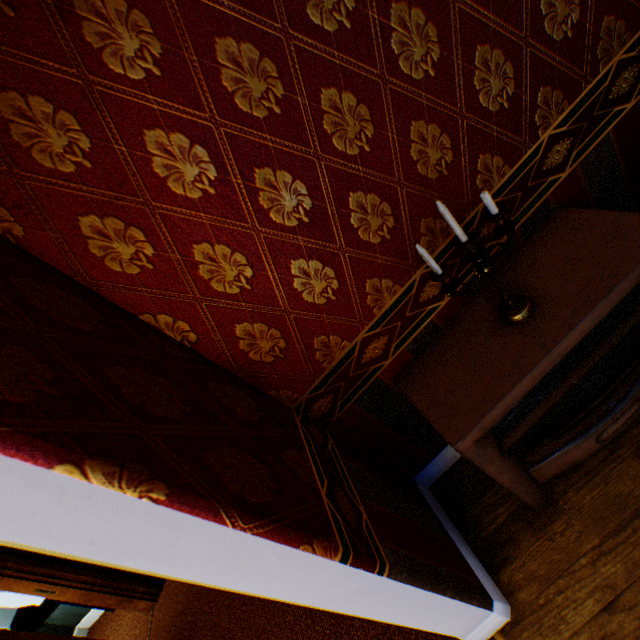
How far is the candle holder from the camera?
1.2m

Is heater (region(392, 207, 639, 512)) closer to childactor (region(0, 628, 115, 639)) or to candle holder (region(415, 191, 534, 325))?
candle holder (region(415, 191, 534, 325))

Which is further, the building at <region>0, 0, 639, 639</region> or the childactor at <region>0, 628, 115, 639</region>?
the childactor at <region>0, 628, 115, 639</region>

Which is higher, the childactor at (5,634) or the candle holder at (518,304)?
the childactor at (5,634)

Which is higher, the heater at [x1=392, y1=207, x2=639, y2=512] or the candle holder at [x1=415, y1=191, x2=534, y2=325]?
the candle holder at [x1=415, y1=191, x2=534, y2=325]

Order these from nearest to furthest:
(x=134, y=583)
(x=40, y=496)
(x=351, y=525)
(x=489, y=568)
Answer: (x=40, y=496)
(x=351, y=525)
(x=489, y=568)
(x=134, y=583)

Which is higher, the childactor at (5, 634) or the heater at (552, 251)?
the childactor at (5, 634)

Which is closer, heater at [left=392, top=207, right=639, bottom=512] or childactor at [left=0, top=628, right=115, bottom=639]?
heater at [left=392, top=207, right=639, bottom=512]
